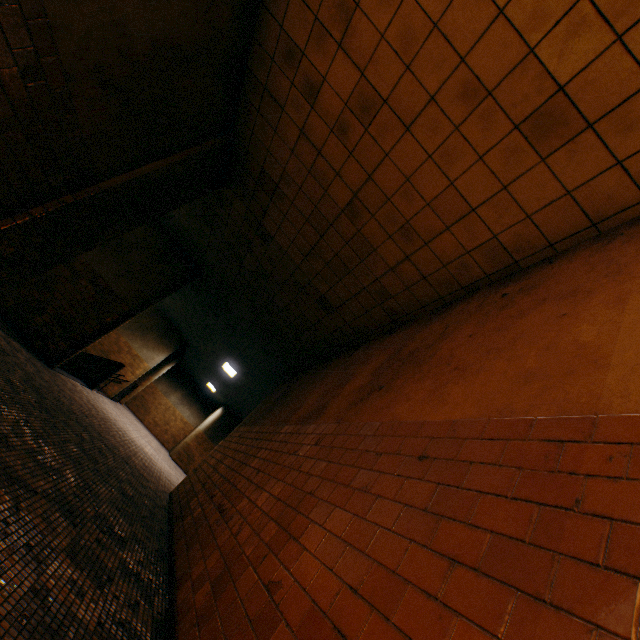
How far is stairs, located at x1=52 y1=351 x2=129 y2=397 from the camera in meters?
10.3 m

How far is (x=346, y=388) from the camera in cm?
406

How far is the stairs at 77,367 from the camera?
10.34m
